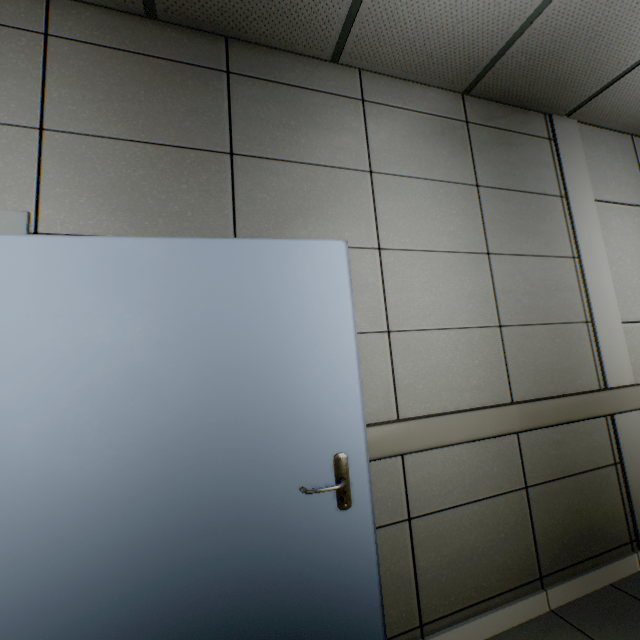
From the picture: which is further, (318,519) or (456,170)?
(456,170)
